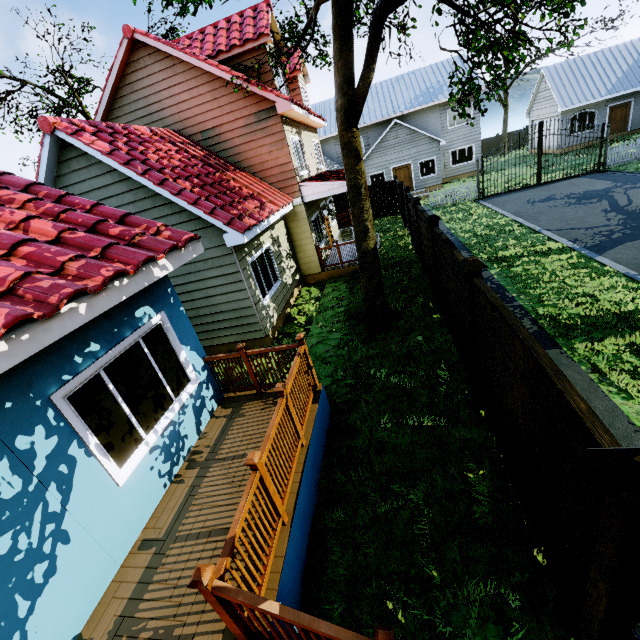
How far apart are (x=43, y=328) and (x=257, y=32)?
11.8 meters

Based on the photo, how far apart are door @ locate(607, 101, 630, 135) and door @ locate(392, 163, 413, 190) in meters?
15.6

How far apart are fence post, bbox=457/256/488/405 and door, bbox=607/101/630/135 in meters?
32.7 m

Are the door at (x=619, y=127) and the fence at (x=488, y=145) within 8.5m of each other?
no

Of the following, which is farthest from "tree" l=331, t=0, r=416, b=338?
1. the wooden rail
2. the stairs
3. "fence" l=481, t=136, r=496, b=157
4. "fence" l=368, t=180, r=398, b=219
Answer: "fence" l=481, t=136, r=496, b=157

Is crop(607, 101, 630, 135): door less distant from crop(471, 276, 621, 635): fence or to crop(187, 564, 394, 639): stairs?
crop(471, 276, 621, 635): fence

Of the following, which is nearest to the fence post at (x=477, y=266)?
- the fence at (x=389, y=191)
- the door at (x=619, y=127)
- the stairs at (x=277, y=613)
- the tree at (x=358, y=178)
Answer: the fence at (x=389, y=191)

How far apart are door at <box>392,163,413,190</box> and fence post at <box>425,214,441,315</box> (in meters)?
21.25
